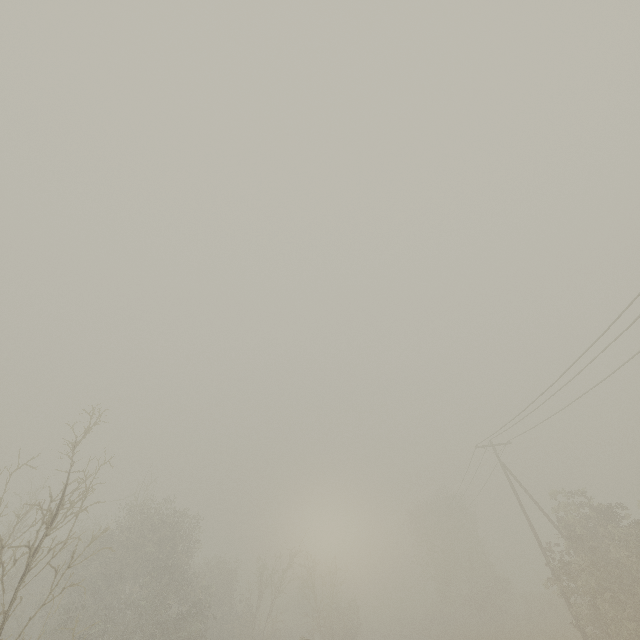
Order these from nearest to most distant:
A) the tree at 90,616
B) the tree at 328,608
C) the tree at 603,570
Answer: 1. the tree at 90,616
2. the tree at 603,570
3. the tree at 328,608

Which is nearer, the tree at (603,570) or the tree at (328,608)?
the tree at (603,570)

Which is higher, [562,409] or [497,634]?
[562,409]

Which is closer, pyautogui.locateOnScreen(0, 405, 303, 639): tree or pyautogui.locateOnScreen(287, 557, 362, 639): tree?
pyautogui.locateOnScreen(0, 405, 303, 639): tree

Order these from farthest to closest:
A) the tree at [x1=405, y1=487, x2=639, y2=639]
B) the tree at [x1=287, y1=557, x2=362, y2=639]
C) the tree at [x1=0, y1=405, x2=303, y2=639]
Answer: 1. the tree at [x1=287, y1=557, x2=362, y2=639]
2. the tree at [x1=405, y1=487, x2=639, y2=639]
3. the tree at [x1=0, y1=405, x2=303, y2=639]
